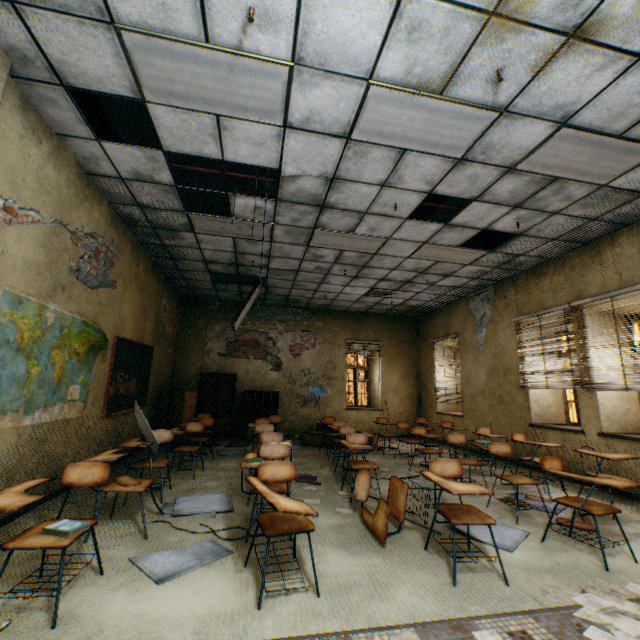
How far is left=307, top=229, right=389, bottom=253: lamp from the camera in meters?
5.5

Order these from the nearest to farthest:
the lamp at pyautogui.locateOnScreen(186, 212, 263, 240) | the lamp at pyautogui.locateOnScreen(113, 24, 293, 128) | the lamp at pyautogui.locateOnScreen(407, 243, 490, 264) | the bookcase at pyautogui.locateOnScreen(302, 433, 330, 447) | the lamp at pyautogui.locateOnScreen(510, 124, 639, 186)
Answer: the lamp at pyautogui.locateOnScreen(113, 24, 293, 128), the lamp at pyautogui.locateOnScreen(510, 124, 639, 186), the lamp at pyautogui.locateOnScreen(186, 212, 263, 240), the lamp at pyautogui.locateOnScreen(407, 243, 490, 264), the bookcase at pyautogui.locateOnScreen(302, 433, 330, 447)

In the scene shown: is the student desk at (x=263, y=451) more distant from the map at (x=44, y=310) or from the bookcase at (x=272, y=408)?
the bookcase at (x=272, y=408)

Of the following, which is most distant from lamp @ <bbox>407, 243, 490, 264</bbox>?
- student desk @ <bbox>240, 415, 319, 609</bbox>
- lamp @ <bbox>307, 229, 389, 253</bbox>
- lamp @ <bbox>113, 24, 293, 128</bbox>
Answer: student desk @ <bbox>240, 415, 319, 609</bbox>

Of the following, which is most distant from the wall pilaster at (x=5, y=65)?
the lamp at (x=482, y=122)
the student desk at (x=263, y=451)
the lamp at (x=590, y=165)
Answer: the lamp at (x=590, y=165)

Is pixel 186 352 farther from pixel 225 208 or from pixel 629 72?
pixel 629 72

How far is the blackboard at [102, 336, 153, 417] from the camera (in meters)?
5.21

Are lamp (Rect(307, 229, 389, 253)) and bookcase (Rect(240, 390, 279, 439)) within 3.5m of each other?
no
